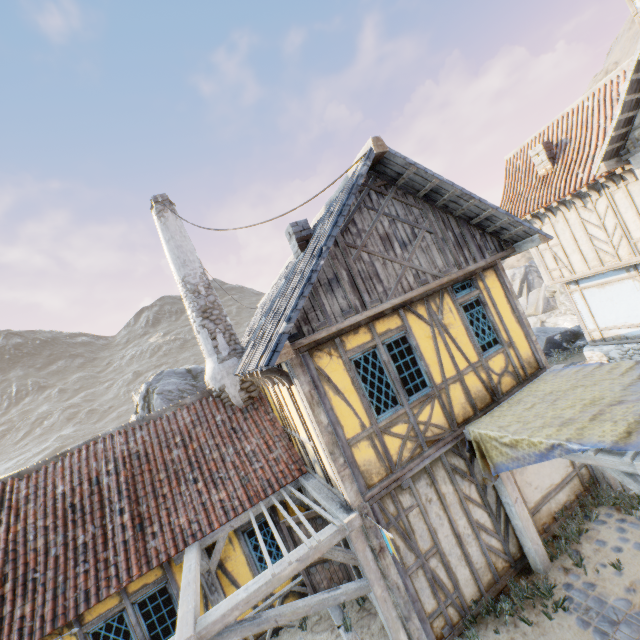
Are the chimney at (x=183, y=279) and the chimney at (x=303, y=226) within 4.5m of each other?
yes

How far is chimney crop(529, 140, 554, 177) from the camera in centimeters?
1220cm

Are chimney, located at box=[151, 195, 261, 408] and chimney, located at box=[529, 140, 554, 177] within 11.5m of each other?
no

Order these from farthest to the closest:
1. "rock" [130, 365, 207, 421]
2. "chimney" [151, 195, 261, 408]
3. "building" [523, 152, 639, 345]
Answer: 1. "rock" [130, 365, 207, 421]
2. "building" [523, 152, 639, 345]
3. "chimney" [151, 195, 261, 408]

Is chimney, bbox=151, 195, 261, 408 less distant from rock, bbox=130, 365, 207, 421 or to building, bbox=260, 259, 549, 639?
building, bbox=260, 259, 549, 639

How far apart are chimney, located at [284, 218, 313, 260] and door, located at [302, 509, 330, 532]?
5.92m

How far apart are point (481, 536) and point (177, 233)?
11.2 meters

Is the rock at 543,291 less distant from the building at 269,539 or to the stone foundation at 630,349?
the stone foundation at 630,349
